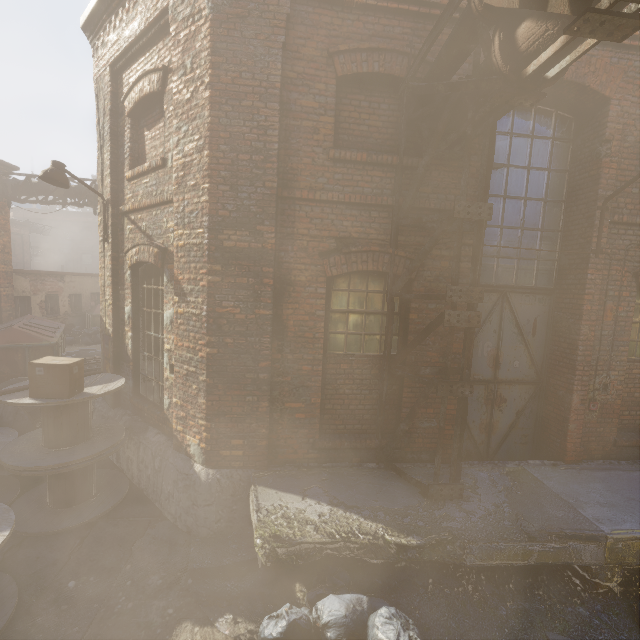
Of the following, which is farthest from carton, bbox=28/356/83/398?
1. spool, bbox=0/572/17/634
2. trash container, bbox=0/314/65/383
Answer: trash container, bbox=0/314/65/383

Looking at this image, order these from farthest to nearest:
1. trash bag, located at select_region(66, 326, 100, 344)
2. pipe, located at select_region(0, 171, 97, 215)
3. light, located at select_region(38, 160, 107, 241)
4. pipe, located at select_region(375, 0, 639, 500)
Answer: trash bag, located at select_region(66, 326, 100, 344)
pipe, located at select_region(0, 171, 97, 215)
light, located at select_region(38, 160, 107, 241)
pipe, located at select_region(375, 0, 639, 500)

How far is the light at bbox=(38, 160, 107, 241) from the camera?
5.41m

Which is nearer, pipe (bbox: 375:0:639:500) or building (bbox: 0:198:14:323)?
pipe (bbox: 375:0:639:500)

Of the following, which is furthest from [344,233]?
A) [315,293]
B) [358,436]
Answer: [358,436]

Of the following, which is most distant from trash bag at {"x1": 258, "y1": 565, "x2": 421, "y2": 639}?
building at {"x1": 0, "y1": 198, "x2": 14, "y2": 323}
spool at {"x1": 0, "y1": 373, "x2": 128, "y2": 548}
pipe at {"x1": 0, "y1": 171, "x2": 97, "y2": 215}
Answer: building at {"x1": 0, "y1": 198, "x2": 14, "y2": 323}

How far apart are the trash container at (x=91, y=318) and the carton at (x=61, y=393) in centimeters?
1624cm

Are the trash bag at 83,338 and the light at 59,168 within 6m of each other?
no
